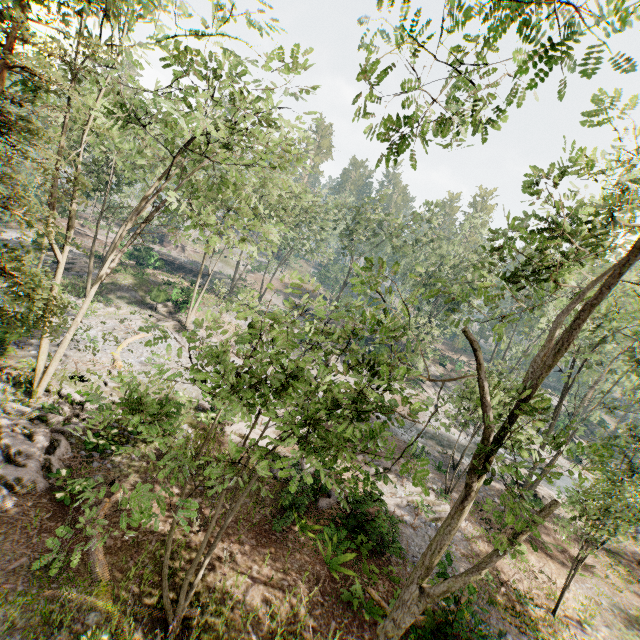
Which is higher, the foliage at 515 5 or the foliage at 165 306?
the foliage at 515 5

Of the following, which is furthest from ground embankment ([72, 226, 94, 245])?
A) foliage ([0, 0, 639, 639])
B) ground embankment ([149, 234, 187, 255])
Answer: ground embankment ([149, 234, 187, 255])

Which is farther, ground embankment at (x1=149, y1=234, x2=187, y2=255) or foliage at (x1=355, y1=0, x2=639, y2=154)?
ground embankment at (x1=149, y1=234, x2=187, y2=255)

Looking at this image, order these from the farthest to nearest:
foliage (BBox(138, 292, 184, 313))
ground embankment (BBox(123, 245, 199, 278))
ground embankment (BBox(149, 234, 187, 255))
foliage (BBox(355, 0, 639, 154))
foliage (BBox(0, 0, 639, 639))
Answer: ground embankment (BBox(149, 234, 187, 255)), ground embankment (BBox(123, 245, 199, 278)), foliage (BBox(138, 292, 184, 313)), foliage (BBox(0, 0, 639, 639)), foliage (BBox(355, 0, 639, 154))

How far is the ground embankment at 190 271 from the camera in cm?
4413

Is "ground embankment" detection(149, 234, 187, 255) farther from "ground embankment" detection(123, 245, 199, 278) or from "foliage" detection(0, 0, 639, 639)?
"ground embankment" detection(123, 245, 199, 278)

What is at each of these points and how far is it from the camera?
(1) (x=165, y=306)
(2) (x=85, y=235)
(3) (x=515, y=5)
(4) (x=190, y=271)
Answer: (1) foliage, 34.8 meters
(2) ground embankment, 45.2 meters
(3) foliage, 3.8 meters
(4) ground embankment, 51.8 meters
